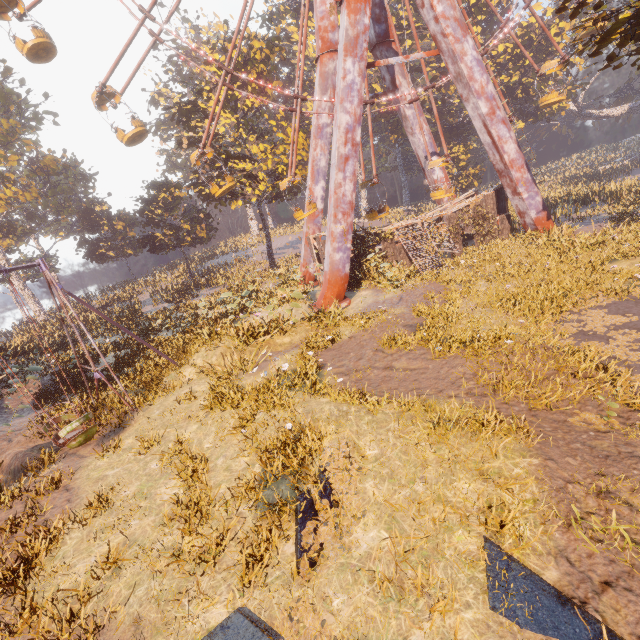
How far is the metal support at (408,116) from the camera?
24.53m

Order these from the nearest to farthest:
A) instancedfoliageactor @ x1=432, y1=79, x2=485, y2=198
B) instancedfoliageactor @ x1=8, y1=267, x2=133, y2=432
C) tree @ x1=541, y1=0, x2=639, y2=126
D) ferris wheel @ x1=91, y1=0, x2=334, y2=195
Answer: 1. tree @ x1=541, y1=0, x2=639, y2=126
2. instancedfoliageactor @ x1=8, y1=267, x2=133, y2=432
3. ferris wheel @ x1=91, y1=0, x2=334, y2=195
4. instancedfoliageactor @ x1=432, y1=79, x2=485, y2=198

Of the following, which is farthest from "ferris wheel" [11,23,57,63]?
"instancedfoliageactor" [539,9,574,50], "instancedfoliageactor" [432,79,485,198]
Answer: "instancedfoliageactor" [432,79,485,198]

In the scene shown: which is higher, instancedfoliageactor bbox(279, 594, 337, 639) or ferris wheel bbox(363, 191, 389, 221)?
ferris wheel bbox(363, 191, 389, 221)

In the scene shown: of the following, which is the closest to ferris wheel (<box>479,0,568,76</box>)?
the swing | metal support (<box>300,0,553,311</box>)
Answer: metal support (<box>300,0,553,311</box>)

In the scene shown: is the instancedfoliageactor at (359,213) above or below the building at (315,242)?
above

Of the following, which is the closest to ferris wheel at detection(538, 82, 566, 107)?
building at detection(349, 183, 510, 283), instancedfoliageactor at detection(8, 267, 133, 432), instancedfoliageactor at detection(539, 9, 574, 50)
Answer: building at detection(349, 183, 510, 283)

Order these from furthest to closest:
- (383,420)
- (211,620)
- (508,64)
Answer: (508,64), (383,420), (211,620)
